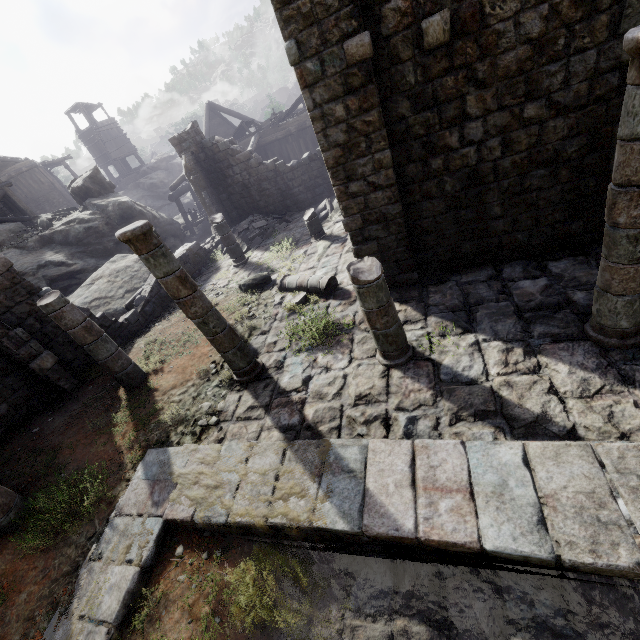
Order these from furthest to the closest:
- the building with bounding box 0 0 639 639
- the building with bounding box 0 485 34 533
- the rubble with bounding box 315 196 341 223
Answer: the rubble with bounding box 315 196 341 223
the building with bounding box 0 485 34 533
the building with bounding box 0 0 639 639

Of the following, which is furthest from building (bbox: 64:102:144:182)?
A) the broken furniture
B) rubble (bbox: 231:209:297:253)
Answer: the broken furniture

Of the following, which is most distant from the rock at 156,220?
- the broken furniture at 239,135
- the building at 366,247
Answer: the broken furniture at 239,135

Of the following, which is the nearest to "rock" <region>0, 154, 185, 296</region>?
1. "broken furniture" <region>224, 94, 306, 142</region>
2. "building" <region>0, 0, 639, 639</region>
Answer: "building" <region>0, 0, 639, 639</region>

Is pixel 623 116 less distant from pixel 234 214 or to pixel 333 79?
pixel 333 79

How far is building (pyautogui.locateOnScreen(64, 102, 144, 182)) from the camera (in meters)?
37.69

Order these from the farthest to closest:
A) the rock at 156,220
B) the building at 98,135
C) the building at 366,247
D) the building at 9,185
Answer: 1. the building at 98,135
2. the building at 9,185
3. the rock at 156,220
4. the building at 366,247
